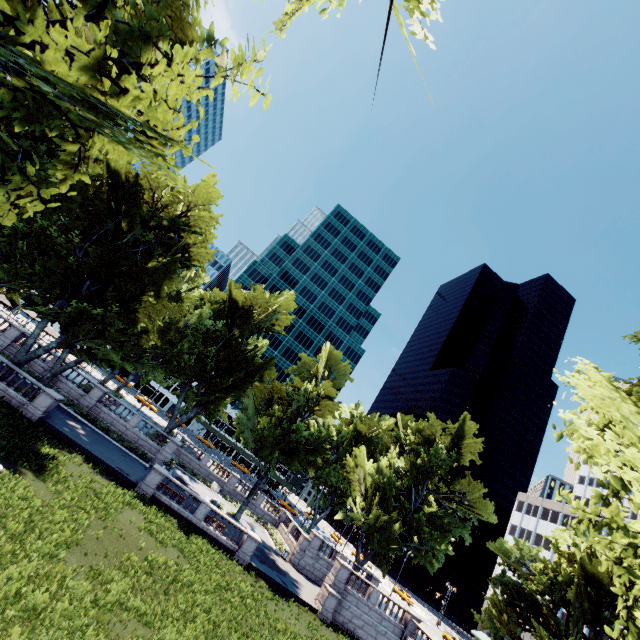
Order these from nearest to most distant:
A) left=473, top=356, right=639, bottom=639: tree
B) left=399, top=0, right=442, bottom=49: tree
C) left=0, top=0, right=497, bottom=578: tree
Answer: left=0, top=0, right=497, bottom=578: tree → left=399, top=0, right=442, bottom=49: tree → left=473, top=356, right=639, bottom=639: tree

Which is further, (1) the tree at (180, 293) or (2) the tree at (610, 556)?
(2) the tree at (610, 556)

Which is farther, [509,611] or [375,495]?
[375,495]

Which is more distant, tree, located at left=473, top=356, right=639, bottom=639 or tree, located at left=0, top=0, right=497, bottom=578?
tree, located at left=473, top=356, right=639, bottom=639

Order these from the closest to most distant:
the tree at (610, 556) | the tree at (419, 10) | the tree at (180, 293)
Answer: the tree at (180, 293) < the tree at (419, 10) < the tree at (610, 556)
